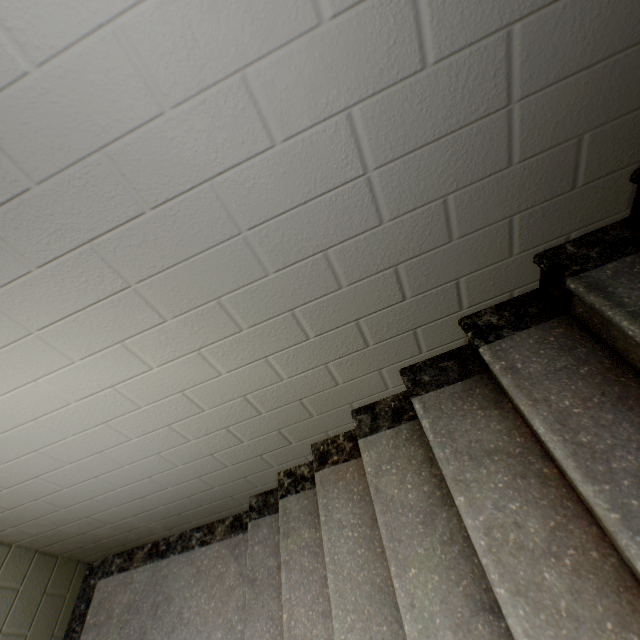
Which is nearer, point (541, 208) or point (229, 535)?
point (541, 208)
